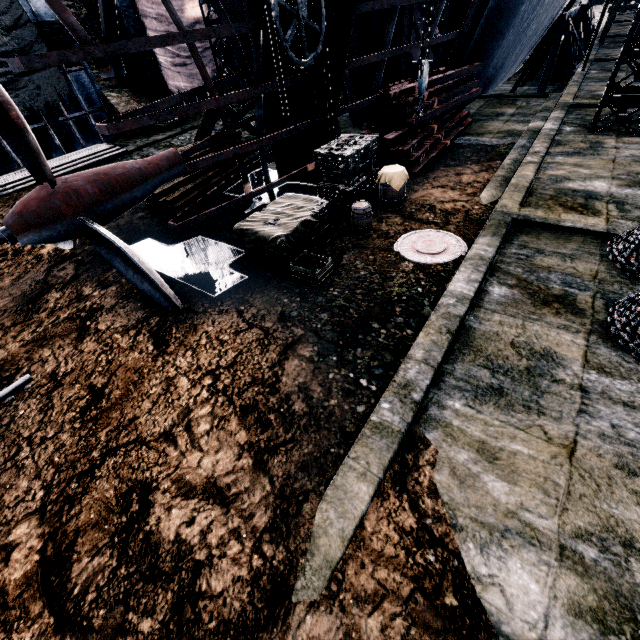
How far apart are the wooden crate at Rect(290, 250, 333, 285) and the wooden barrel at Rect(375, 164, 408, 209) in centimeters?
372cm

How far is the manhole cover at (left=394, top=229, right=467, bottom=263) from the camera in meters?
7.8

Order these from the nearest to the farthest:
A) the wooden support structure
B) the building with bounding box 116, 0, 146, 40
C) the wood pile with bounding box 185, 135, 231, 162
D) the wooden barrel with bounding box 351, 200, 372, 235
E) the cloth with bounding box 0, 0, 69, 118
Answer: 1. the wooden barrel with bounding box 351, 200, 372, 235
2. the wooden support structure
3. the wood pile with bounding box 185, 135, 231, 162
4. the cloth with bounding box 0, 0, 69, 118
5. the building with bounding box 116, 0, 146, 40

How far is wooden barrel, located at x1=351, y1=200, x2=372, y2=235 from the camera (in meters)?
8.55

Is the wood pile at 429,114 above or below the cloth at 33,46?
below

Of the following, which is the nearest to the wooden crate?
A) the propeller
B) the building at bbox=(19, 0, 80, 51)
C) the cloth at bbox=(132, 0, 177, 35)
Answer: the propeller

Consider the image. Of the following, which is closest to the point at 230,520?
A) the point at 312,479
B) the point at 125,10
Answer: the point at 312,479

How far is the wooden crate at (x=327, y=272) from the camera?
7.20m
